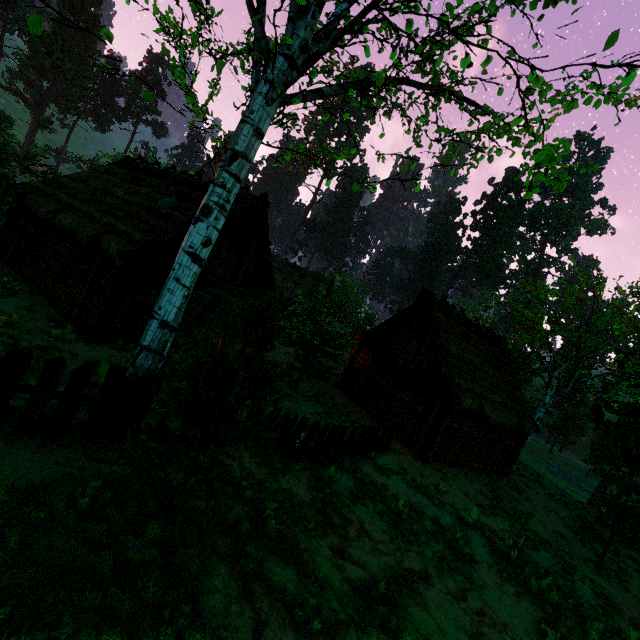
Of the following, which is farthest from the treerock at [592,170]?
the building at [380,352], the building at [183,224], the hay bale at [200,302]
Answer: the hay bale at [200,302]

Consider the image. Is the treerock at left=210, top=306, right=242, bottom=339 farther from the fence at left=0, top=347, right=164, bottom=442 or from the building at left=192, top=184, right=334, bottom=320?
the fence at left=0, top=347, right=164, bottom=442

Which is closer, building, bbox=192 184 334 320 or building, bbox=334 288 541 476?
building, bbox=192 184 334 320

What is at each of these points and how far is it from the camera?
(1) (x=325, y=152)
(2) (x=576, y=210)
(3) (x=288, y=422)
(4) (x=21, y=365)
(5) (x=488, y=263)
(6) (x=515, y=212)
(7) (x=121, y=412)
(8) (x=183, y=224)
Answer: (1) treerock, 10.85m
(2) treerock, 51.56m
(3) fence, 8.77m
(4) fence, 4.60m
(5) treerock, 58.41m
(6) treerock, 58.41m
(7) treerock, 6.19m
(8) building, 12.53m

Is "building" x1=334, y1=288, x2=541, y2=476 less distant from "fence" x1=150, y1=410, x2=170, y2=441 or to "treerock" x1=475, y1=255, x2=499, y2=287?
"treerock" x1=475, y1=255, x2=499, y2=287

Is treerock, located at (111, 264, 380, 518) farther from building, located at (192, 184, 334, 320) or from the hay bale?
the hay bale

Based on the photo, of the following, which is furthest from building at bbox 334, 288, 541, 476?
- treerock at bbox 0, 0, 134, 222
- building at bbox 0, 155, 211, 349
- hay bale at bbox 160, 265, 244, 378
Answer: hay bale at bbox 160, 265, 244, 378

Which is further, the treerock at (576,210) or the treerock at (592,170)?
the treerock at (576,210)
